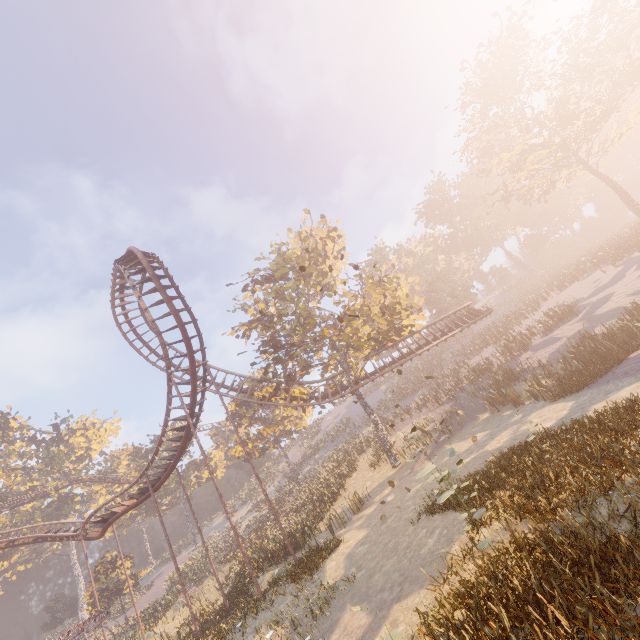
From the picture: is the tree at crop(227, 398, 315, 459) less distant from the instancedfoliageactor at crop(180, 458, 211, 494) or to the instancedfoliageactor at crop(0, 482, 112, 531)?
the instancedfoliageactor at crop(180, 458, 211, 494)

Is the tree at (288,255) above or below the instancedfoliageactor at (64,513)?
below

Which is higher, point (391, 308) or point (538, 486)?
point (391, 308)

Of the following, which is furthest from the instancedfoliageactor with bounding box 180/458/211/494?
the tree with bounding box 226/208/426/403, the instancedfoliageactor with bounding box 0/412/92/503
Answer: the tree with bounding box 226/208/426/403

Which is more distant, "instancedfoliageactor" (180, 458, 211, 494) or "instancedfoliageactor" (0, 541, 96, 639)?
"instancedfoliageactor" (180, 458, 211, 494)

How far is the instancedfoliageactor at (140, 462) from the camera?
53.16m

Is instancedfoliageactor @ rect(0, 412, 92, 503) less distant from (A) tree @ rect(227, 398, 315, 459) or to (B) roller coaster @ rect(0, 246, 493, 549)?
(B) roller coaster @ rect(0, 246, 493, 549)
